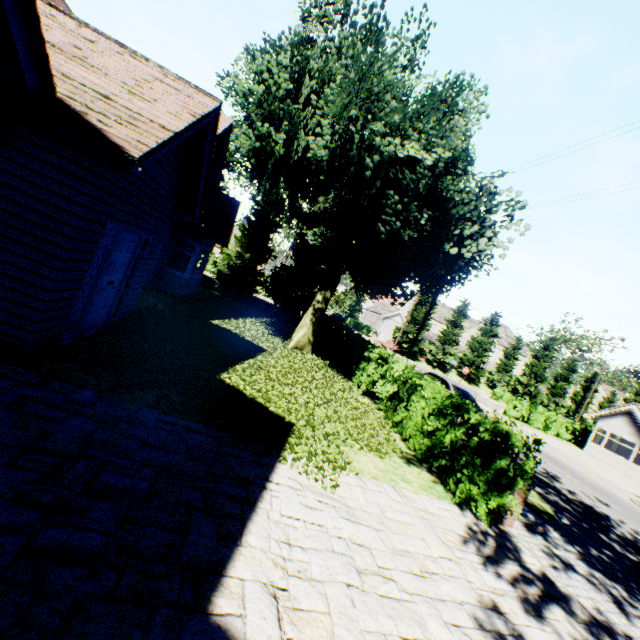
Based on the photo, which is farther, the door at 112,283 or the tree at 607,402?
the tree at 607,402

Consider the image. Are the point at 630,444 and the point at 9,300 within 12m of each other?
no

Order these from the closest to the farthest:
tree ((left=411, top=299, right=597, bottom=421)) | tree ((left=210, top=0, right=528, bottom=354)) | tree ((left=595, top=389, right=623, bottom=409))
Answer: tree ((left=210, top=0, right=528, bottom=354)) → tree ((left=411, top=299, right=597, bottom=421)) → tree ((left=595, top=389, right=623, bottom=409))

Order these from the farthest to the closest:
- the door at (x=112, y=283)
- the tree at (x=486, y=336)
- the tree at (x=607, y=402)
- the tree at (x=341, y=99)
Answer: the tree at (x=607, y=402) → the tree at (x=486, y=336) → the tree at (x=341, y=99) → the door at (x=112, y=283)

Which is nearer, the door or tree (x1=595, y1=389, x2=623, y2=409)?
the door

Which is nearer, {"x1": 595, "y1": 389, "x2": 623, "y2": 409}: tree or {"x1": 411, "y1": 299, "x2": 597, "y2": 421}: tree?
{"x1": 411, "y1": 299, "x2": 597, "y2": 421}: tree

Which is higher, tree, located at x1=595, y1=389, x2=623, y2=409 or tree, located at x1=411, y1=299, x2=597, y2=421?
tree, located at x1=595, y1=389, x2=623, y2=409

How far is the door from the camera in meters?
6.3 m
